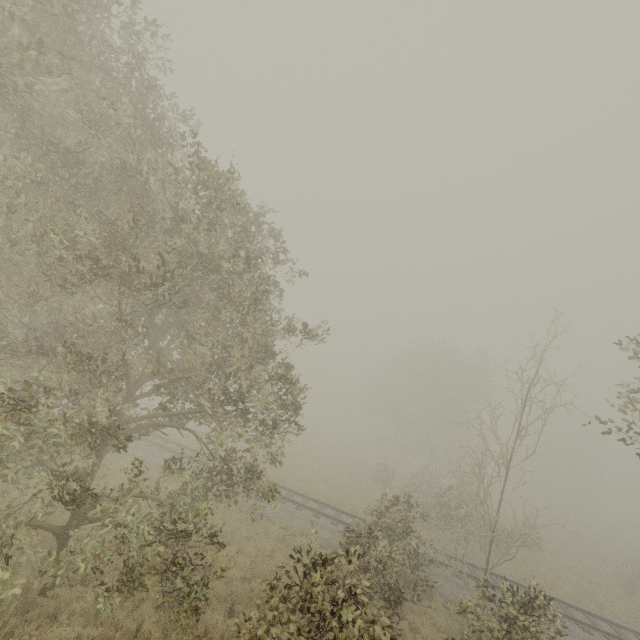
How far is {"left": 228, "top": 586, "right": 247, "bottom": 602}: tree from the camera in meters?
9.5

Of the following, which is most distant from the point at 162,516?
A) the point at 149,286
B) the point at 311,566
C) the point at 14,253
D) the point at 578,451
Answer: the point at 578,451

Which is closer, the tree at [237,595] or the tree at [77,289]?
the tree at [77,289]

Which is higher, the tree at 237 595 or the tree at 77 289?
the tree at 77 289

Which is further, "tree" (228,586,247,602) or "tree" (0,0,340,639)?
"tree" (228,586,247,602)

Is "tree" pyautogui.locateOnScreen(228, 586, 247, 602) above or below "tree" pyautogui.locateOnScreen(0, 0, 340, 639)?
below
